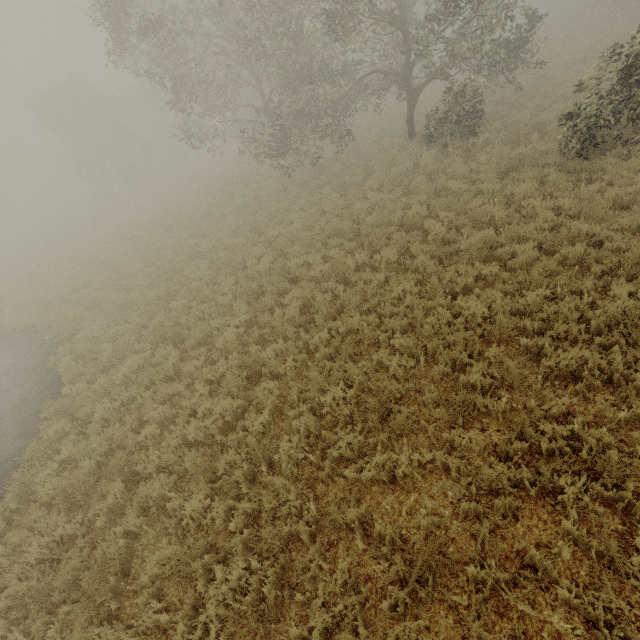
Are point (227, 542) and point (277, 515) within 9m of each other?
yes
